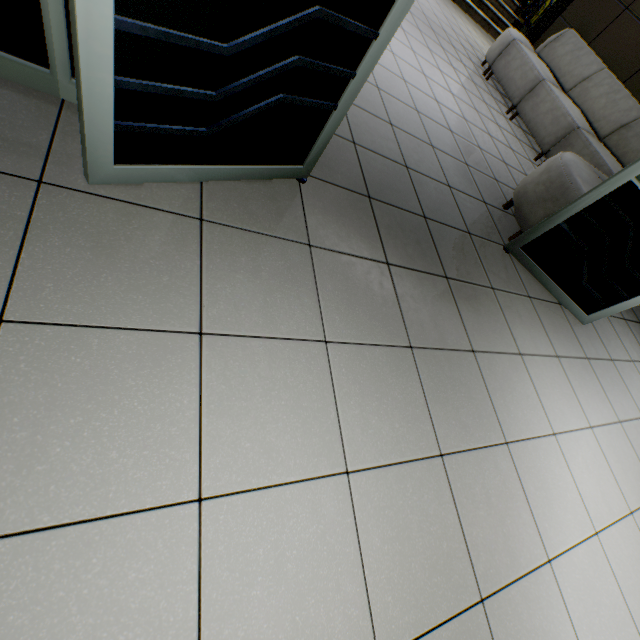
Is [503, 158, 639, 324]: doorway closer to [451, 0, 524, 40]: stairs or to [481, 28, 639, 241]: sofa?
[481, 28, 639, 241]: sofa

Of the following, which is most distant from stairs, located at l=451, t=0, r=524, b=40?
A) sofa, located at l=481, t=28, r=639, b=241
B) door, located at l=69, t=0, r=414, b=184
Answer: door, located at l=69, t=0, r=414, b=184

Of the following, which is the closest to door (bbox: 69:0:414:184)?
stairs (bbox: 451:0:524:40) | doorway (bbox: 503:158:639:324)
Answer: doorway (bbox: 503:158:639:324)

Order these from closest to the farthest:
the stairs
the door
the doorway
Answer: the door
the doorway
the stairs

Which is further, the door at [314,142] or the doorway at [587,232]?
the doorway at [587,232]

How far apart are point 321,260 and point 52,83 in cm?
120

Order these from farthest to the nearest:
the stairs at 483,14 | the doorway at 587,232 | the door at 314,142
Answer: the stairs at 483,14 → the doorway at 587,232 → the door at 314,142

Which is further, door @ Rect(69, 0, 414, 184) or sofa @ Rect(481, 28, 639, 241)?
sofa @ Rect(481, 28, 639, 241)
